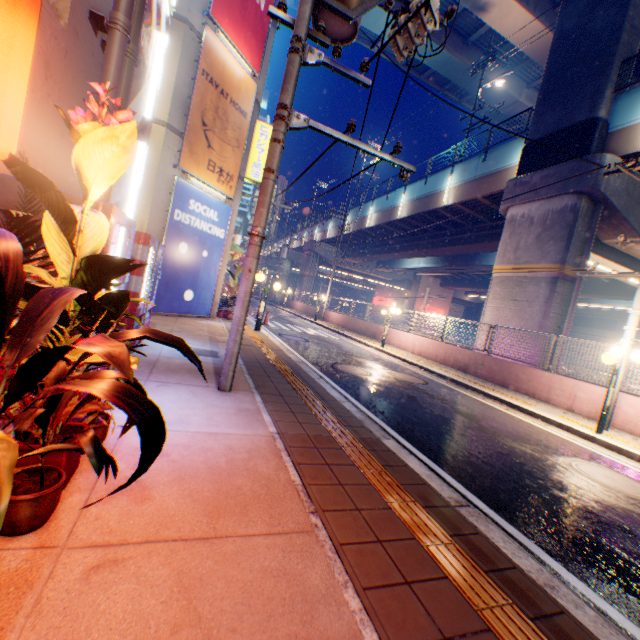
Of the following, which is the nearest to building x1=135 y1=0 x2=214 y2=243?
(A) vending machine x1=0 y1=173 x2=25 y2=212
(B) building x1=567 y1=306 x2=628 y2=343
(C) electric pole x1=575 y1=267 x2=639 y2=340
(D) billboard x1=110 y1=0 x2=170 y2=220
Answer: (D) billboard x1=110 y1=0 x2=170 y2=220

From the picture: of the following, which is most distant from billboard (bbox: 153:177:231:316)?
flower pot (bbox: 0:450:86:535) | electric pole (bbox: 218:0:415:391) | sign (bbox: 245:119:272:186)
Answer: flower pot (bbox: 0:450:86:535)

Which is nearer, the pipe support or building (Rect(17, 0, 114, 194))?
building (Rect(17, 0, 114, 194))

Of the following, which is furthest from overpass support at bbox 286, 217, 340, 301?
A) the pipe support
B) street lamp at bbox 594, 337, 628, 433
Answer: the pipe support

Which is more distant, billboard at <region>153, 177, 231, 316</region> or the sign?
the sign

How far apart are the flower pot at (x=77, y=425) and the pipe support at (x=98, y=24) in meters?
4.4

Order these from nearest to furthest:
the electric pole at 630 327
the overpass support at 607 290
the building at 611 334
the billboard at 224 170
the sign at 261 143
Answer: the electric pole at 630 327 → the billboard at 224 170 → the sign at 261 143 → the overpass support at 607 290 → the building at 611 334

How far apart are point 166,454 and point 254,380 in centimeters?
287cm
